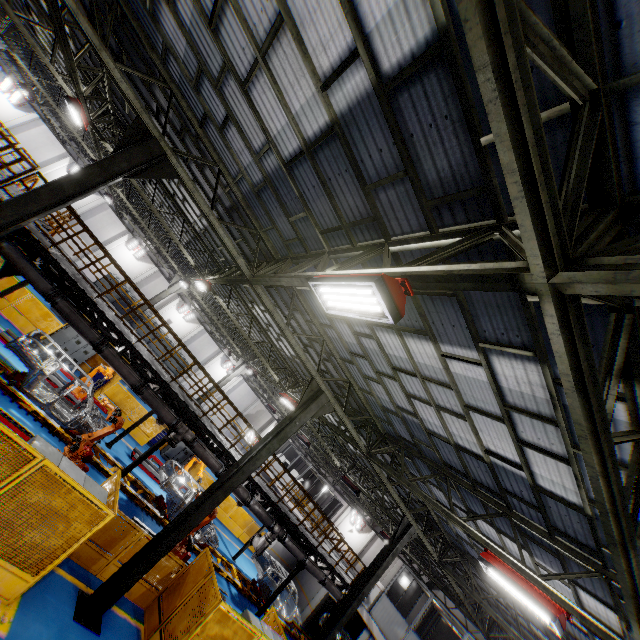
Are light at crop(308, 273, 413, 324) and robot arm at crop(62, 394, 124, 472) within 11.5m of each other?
yes

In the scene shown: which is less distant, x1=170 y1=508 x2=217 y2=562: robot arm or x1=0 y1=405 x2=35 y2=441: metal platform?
x1=0 y1=405 x2=35 y2=441: metal platform

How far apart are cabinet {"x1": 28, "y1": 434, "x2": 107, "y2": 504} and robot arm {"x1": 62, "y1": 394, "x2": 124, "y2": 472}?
3.3m

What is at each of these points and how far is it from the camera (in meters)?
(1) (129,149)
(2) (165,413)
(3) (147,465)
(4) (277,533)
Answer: (1) metal pole, 7.14
(2) vent pipe, 12.09
(3) metal platform, 16.66
(4) vent pipe, 15.02

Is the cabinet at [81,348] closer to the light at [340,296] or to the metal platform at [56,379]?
the metal platform at [56,379]

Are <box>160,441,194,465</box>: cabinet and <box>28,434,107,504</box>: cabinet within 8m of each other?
no

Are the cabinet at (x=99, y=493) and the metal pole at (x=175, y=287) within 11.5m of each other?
no

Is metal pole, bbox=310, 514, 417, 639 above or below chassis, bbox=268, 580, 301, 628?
above
